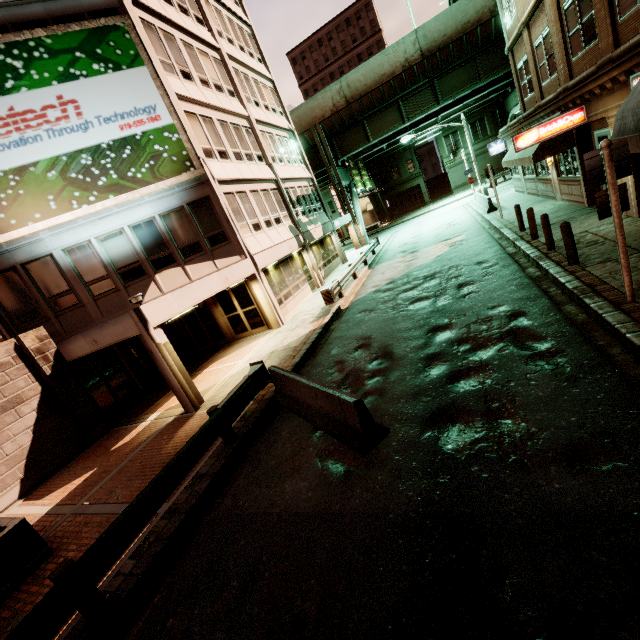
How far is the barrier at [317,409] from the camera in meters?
5.6

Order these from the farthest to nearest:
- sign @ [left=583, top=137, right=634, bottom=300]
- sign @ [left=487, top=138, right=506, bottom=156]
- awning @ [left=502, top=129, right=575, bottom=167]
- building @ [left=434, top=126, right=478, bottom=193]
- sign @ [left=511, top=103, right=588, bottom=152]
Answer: building @ [left=434, top=126, right=478, bottom=193], sign @ [left=487, top=138, right=506, bottom=156], awning @ [left=502, top=129, right=575, bottom=167], sign @ [left=511, top=103, right=588, bottom=152], sign @ [left=583, top=137, right=634, bottom=300]

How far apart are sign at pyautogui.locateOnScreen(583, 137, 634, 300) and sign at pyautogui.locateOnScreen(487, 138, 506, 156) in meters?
22.8

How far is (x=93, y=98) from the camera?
A: 12.2 meters

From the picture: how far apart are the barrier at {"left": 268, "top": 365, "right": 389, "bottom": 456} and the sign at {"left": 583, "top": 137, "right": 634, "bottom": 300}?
5.39m

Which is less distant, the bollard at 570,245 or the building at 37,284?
the bollard at 570,245

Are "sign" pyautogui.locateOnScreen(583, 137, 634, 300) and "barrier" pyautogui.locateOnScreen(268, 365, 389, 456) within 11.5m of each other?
yes

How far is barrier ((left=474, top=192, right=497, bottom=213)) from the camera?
21.47m
